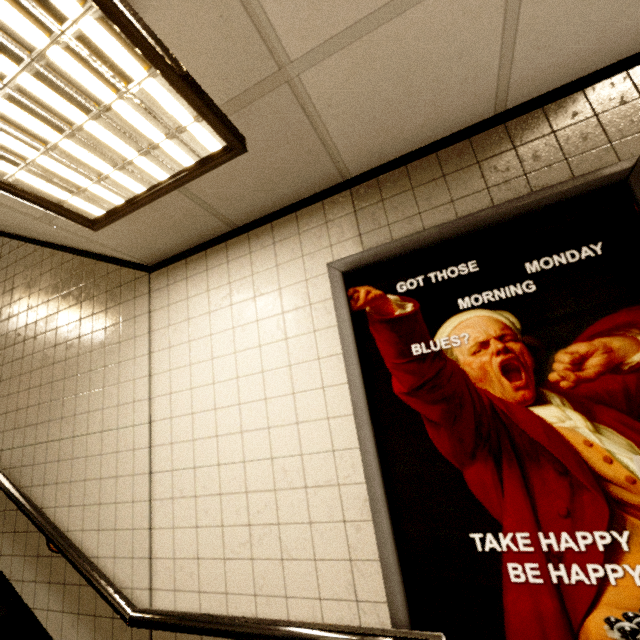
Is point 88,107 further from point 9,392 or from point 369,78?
point 9,392

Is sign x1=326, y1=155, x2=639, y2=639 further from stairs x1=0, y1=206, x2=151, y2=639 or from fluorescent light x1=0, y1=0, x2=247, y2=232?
stairs x1=0, y1=206, x2=151, y2=639

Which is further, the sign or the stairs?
the stairs

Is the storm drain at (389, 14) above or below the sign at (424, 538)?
above

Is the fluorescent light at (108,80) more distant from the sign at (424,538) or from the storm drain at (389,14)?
the sign at (424,538)

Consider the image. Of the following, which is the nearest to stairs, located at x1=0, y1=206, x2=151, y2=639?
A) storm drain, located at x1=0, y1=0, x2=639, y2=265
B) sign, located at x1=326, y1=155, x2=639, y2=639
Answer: storm drain, located at x1=0, y1=0, x2=639, y2=265
